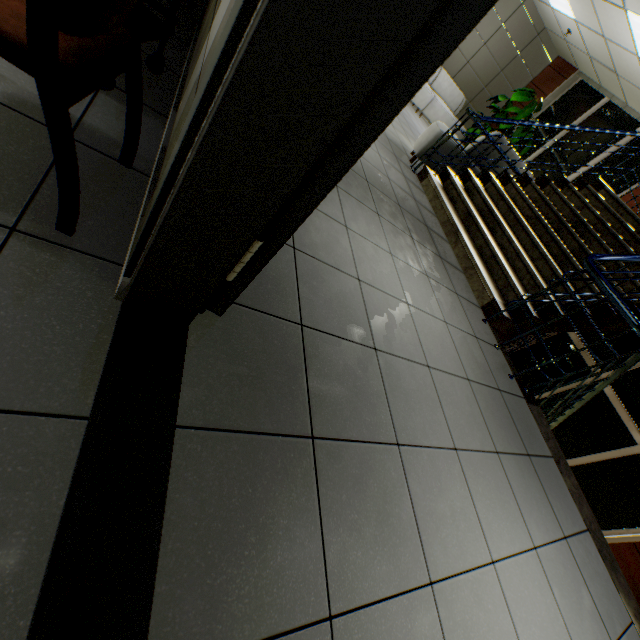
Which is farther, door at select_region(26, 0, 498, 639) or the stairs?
the stairs

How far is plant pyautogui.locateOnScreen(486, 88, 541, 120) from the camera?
7.9m

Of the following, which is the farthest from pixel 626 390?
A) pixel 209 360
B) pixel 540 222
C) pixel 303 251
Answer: pixel 209 360

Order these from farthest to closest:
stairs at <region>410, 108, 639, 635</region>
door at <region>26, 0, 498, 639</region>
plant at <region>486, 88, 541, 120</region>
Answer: plant at <region>486, 88, 541, 120</region>, stairs at <region>410, 108, 639, 635</region>, door at <region>26, 0, 498, 639</region>

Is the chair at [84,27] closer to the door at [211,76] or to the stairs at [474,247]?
the door at [211,76]

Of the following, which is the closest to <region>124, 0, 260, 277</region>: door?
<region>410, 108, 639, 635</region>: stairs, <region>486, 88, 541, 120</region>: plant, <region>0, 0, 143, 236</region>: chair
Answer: <region>0, 0, 143, 236</region>: chair

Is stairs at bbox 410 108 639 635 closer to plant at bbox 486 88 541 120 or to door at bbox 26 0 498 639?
door at bbox 26 0 498 639

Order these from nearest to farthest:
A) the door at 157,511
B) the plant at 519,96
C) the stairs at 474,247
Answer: the door at 157,511 < the stairs at 474,247 < the plant at 519,96
